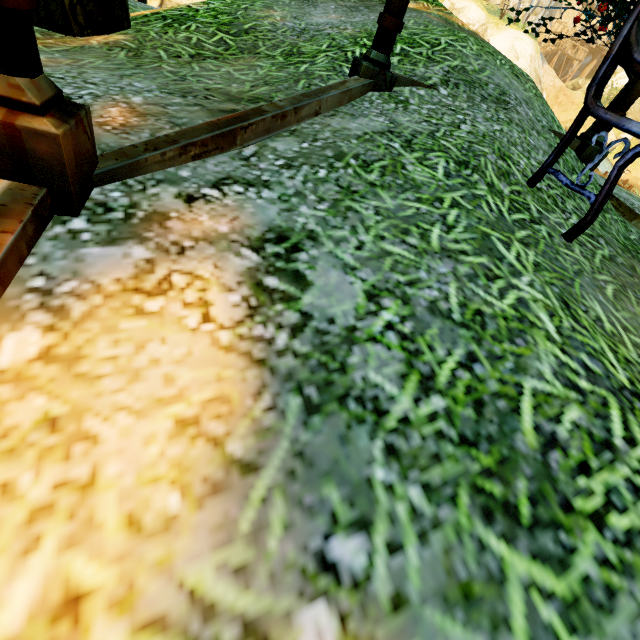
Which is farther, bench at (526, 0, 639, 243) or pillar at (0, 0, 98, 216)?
bench at (526, 0, 639, 243)

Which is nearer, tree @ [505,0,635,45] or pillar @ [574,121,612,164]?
pillar @ [574,121,612,164]

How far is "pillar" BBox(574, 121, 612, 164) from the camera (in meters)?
2.84

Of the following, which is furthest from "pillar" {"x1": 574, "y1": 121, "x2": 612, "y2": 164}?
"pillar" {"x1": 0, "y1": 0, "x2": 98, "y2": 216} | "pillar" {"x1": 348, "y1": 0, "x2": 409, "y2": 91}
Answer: "pillar" {"x1": 0, "y1": 0, "x2": 98, "y2": 216}

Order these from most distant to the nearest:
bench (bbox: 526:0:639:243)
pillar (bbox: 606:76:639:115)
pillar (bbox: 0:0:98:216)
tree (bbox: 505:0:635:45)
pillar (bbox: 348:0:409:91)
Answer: tree (bbox: 505:0:635:45) → pillar (bbox: 606:76:639:115) → pillar (bbox: 348:0:409:91) → bench (bbox: 526:0:639:243) → pillar (bbox: 0:0:98:216)

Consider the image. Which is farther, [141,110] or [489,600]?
[141,110]

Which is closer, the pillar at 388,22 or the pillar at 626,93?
the pillar at 388,22

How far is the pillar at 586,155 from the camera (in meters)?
2.84
